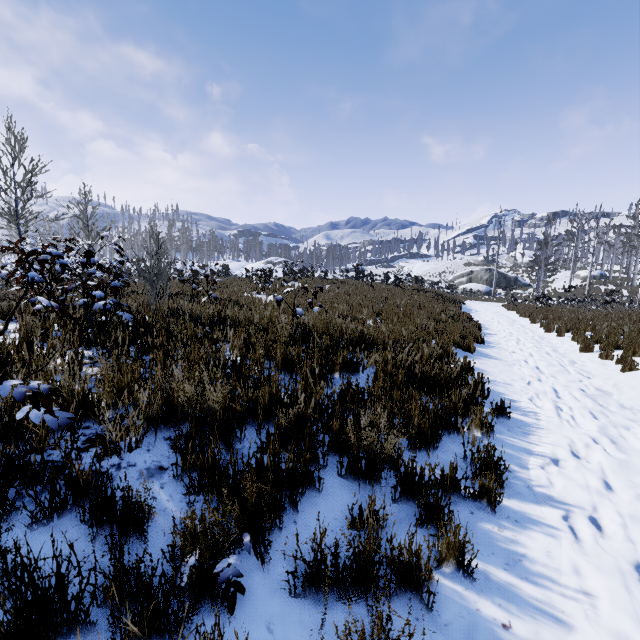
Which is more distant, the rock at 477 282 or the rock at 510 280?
the rock at 510 280

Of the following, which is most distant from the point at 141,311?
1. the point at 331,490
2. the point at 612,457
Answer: the point at 612,457

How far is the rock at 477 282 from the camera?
41.1m

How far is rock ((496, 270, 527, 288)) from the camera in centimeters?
4434cm

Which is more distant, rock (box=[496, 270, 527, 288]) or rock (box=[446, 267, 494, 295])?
rock (box=[496, 270, 527, 288])
